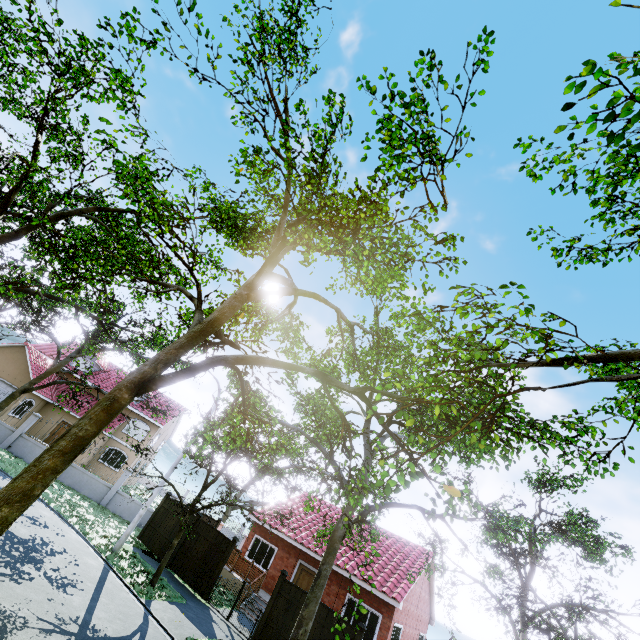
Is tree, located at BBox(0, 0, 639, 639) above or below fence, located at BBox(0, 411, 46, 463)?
above

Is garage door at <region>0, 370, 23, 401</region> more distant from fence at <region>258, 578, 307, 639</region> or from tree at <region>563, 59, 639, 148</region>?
fence at <region>258, 578, 307, 639</region>

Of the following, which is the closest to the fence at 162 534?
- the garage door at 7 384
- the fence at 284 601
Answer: the garage door at 7 384

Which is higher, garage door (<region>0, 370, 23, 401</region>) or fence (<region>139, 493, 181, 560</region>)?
garage door (<region>0, 370, 23, 401</region>)

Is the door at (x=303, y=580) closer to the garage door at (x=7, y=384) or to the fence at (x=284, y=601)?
the fence at (x=284, y=601)

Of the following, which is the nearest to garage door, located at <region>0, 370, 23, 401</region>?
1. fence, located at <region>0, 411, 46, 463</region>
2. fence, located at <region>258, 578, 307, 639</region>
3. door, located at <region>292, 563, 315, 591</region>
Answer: fence, located at <region>0, 411, 46, 463</region>

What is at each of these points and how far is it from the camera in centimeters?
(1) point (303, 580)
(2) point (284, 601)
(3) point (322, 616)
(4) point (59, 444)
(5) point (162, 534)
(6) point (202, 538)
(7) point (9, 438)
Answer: (1) door, 1838cm
(2) fence, 1327cm
(3) fence, 1246cm
(4) tree, 577cm
(5) fence, 1747cm
(6) fence, 1647cm
(7) fence, 2102cm

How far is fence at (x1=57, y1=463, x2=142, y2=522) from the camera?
21.1m
